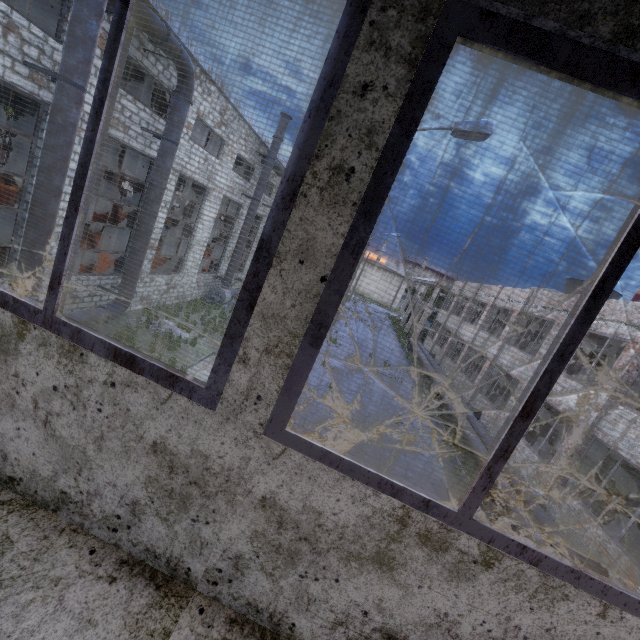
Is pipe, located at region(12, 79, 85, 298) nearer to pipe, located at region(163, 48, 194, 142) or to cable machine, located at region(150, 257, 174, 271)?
pipe, located at region(163, 48, 194, 142)

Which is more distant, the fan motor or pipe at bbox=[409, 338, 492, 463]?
the fan motor

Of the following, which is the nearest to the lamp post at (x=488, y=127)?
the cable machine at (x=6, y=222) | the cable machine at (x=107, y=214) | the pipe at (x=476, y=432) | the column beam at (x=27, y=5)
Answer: the pipe at (x=476, y=432)

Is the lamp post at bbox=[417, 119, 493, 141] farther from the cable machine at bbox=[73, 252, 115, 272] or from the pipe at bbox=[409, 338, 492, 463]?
the cable machine at bbox=[73, 252, 115, 272]

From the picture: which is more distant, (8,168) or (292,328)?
(8,168)

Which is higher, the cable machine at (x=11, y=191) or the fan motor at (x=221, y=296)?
the cable machine at (x=11, y=191)

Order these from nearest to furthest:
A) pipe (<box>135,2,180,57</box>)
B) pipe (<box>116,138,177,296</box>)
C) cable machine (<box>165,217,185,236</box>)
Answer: pipe (<box>135,2,180,57</box>)
pipe (<box>116,138,177,296</box>)
cable machine (<box>165,217,185,236</box>)

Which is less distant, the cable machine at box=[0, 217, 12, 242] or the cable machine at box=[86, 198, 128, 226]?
the cable machine at box=[0, 217, 12, 242]
